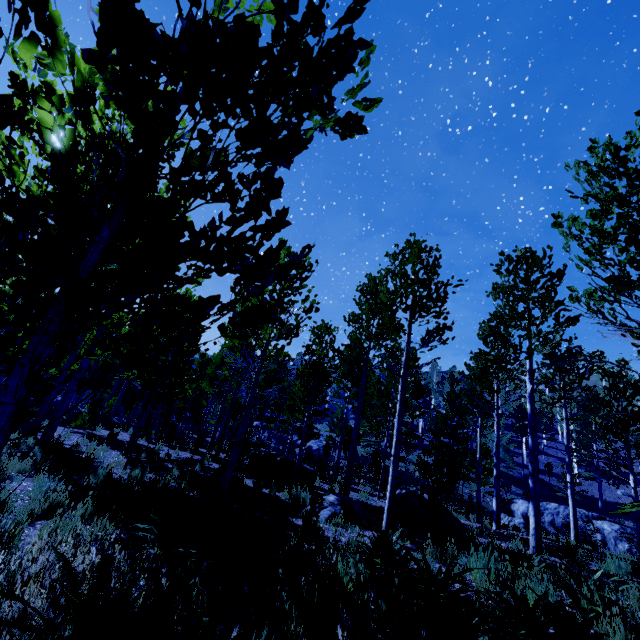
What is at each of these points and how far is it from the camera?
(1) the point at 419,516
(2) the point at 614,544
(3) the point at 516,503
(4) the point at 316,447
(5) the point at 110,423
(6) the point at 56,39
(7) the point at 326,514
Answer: (1) rock, 9.1m
(2) rock, 17.3m
(3) rock, 21.6m
(4) rock, 39.8m
(5) rock, 20.7m
(6) instancedfoliageactor, 1.1m
(7) rock, 7.7m

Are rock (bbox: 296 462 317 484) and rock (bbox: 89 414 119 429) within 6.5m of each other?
no

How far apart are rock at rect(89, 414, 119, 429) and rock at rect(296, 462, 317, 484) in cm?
1338

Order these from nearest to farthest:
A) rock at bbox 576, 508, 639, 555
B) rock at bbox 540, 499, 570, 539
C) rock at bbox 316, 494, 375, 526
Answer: rock at bbox 316, 494, 375, 526
rock at bbox 576, 508, 639, 555
rock at bbox 540, 499, 570, 539

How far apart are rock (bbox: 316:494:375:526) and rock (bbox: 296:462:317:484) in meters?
3.4 m

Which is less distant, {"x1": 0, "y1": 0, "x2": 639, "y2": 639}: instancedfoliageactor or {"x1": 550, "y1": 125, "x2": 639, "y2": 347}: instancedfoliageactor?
{"x1": 0, "y1": 0, "x2": 639, "y2": 639}: instancedfoliageactor

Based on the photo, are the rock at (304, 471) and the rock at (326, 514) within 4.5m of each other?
yes

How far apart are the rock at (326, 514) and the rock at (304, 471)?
3.41m
